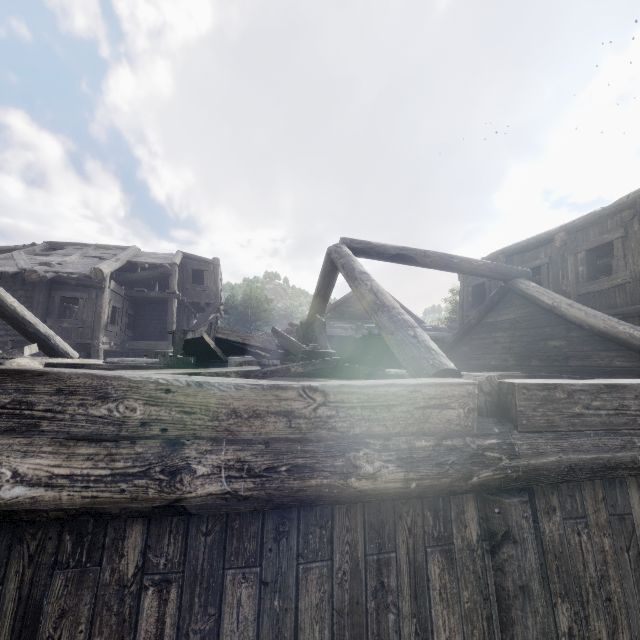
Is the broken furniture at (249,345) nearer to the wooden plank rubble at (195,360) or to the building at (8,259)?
the wooden plank rubble at (195,360)

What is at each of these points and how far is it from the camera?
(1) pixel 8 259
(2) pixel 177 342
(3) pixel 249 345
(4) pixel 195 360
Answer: (1) building, 14.56m
(2) broken furniture, 6.52m
(3) broken furniture, 5.51m
(4) wooden plank rubble, 4.37m

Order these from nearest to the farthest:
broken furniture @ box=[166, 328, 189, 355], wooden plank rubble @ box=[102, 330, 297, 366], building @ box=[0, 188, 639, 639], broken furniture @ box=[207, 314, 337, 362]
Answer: building @ box=[0, 188, 639, 639], wooden plank rubble @ box=[102, 330, 297, 366], broken furniture @ box=[207, 314, 337, 362], broken furniture @ box=[166, 328, 189, 355]

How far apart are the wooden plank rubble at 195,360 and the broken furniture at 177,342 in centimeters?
1cm

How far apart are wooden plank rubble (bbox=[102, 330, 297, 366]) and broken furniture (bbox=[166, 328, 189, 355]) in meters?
0.0

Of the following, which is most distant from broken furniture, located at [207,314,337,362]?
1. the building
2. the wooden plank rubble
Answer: the building

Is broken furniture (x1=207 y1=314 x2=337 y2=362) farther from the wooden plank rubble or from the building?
the building

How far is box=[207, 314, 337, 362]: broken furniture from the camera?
5.3 meters
